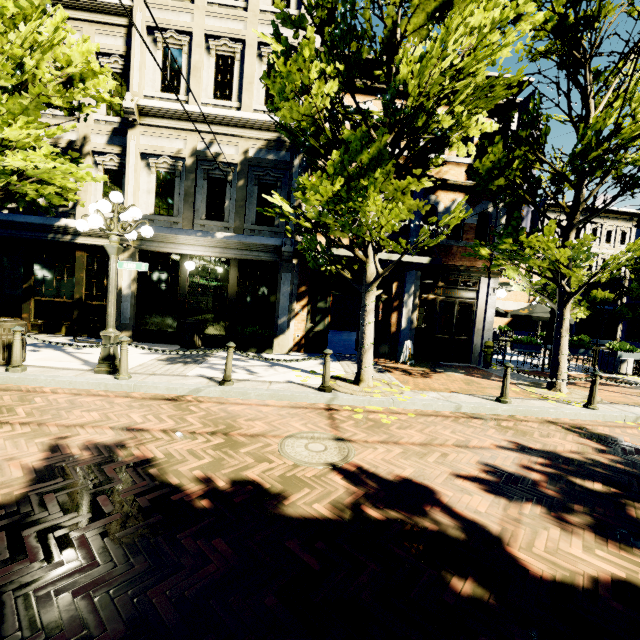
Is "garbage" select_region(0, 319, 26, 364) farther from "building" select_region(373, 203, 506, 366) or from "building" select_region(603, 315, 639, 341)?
"building" select_region(603, 315, 639, 341)

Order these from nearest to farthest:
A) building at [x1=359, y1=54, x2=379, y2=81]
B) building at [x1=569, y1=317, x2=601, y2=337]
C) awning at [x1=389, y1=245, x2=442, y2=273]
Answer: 1. awning at [x1=389, y1=245, x2=442, y2=273]
2. building at [x1=359, y1=54, x2=379, y2=81]
3. building at [x1=569, y1=317, x2=601, y2=337]

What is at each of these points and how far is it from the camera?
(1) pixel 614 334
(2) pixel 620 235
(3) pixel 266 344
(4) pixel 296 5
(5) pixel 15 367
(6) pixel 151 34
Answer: (1) building, 33.5 meters
(2) building, 32.8 meters
(3) planter, 10.2 meters
(4) building, 10.1 meters
(5) post, 6.1 meters
(6) building, 9.9 meters

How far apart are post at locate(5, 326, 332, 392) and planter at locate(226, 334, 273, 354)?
3.7 meters

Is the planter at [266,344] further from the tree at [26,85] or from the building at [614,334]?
the building at [614,334]

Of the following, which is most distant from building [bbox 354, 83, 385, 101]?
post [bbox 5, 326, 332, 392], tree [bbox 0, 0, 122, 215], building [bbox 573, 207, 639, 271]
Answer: building [bbox 573, 207, 639, 271]

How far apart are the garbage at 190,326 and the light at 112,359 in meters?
2.9

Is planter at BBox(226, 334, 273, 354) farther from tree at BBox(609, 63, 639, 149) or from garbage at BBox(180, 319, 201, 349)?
tree at BBox(609, 63, 639, 149)
